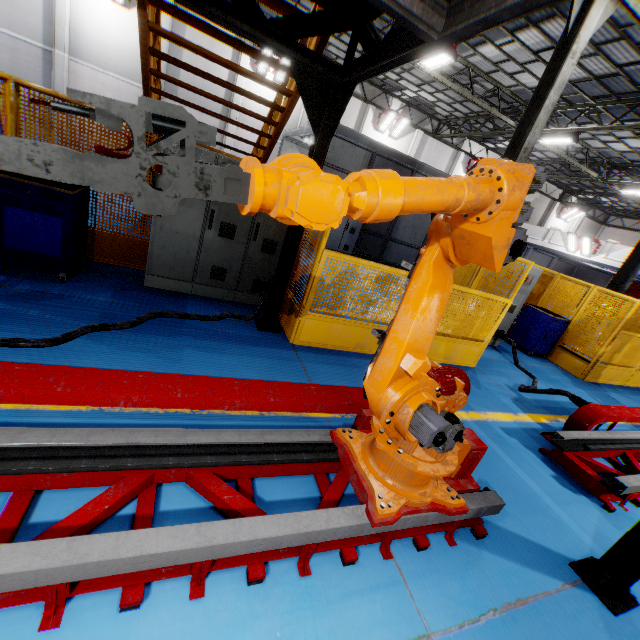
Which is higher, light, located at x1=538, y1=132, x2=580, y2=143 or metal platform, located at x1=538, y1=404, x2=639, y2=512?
light, located at x1=538, y1=132, x2=580, y2=143

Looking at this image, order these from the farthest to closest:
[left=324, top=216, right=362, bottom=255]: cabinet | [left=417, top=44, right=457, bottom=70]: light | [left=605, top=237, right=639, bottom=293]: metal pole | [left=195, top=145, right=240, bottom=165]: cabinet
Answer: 1. [left=324, top=216, right=362, bottom=255]: cabinet
2. [left=605, top=237, right=639, bottom=293]: metal pole
3. [left=417, top=44, right=457, bottom=70]: light
4. [left=195, top=145, right=240, bottom=165]: cabinet

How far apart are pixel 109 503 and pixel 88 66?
21.8m

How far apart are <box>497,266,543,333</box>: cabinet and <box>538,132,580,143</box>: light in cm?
1057

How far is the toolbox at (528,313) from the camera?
8.4m

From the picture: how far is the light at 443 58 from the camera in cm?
1098

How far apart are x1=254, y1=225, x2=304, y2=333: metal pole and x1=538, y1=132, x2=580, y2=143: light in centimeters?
1562cm

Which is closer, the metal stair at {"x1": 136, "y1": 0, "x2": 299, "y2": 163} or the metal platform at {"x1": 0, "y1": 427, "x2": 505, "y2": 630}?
the metal platform at {"x1": 0, "y1": 427, "x2": 505, "y2": 630}
